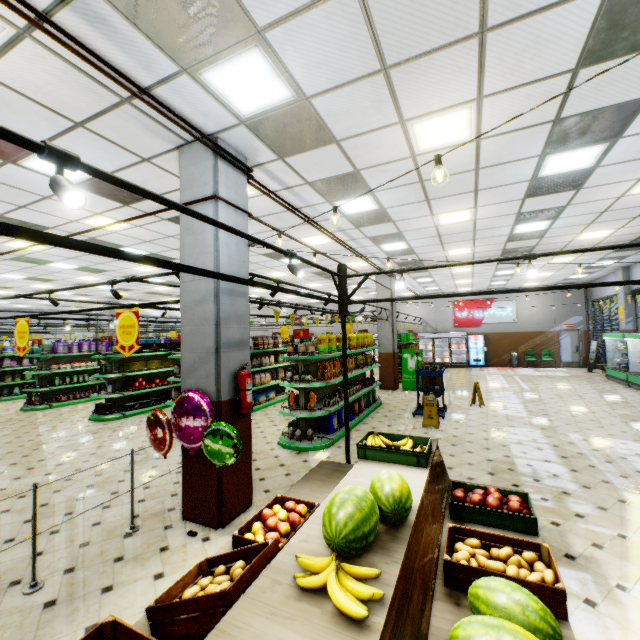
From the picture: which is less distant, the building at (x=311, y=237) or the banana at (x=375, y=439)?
the banana at (x=375, y=439)

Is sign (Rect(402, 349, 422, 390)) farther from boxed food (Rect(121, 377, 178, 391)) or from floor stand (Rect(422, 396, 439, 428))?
boxed food (Rect(121, 377, 178, 391))

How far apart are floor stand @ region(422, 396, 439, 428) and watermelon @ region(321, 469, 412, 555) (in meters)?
5.72

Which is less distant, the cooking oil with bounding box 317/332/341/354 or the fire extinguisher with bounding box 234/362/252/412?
the fire extinguisher with bounding box 234/362/252/412

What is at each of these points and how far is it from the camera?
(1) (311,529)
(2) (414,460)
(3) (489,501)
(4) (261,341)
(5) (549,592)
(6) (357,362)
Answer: (1) wooden stand, 2.31m
(2) fruit crate, 3.35m
(3) apples, 3.15m
(4) packaged food, 10.71m
(5) fruit crate, 2.11m
(6) frying oil, 9.28m

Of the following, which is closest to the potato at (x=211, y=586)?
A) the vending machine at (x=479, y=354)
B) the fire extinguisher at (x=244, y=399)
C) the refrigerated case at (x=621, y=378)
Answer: the fire extinguisher at (x=244, y=399)

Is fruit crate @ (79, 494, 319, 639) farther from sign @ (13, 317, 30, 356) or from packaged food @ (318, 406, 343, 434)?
sign @ (13, 317, 30, 356)

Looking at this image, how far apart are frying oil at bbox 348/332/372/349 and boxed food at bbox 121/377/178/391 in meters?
6.7 m
